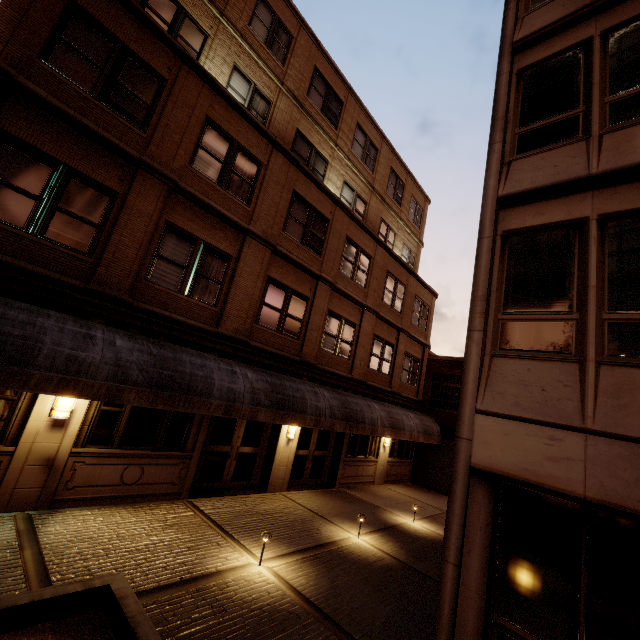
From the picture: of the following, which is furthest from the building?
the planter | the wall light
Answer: the planter

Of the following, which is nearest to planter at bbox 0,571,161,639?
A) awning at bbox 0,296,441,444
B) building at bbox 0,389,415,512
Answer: awning at bbox 0,296,441,444

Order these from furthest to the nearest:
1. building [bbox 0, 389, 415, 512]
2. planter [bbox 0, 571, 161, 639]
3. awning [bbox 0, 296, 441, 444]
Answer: building [bbox 0, 389, 415, 512] → awning [bbox 0, 296, 441, 444] → planter [bbox 0, 571, 161, 639]

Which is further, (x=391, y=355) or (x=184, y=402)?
(x=391, y=355)

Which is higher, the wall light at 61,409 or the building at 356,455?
the wall light at 61,409

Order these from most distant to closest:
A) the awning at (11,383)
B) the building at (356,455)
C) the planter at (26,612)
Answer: the building at (356,455), the awning at (11,383), the planter at (26,612)

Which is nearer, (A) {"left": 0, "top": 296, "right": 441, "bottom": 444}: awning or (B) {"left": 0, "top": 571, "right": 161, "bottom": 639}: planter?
(B) {"left": 0, "top": 571, "right": 161, "bottom": 639}: planter
